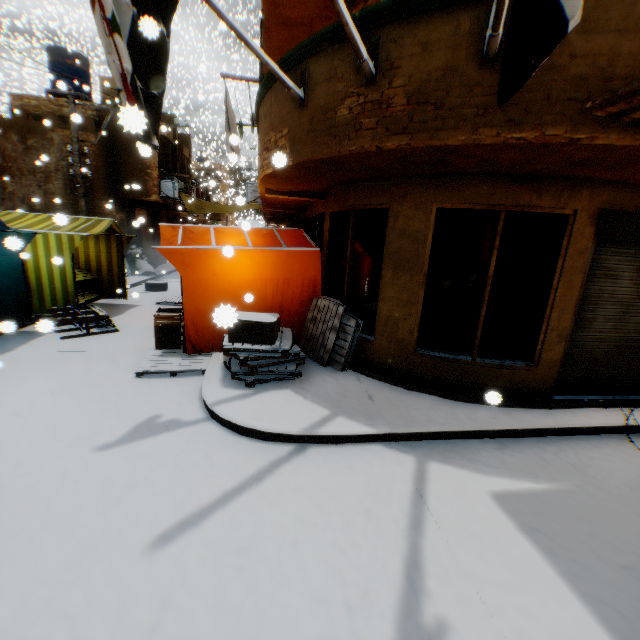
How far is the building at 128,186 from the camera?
13.27m

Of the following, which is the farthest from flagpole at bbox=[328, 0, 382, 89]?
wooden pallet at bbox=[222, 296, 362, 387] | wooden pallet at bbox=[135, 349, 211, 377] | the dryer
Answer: the dryer

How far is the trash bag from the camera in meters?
16.0 m

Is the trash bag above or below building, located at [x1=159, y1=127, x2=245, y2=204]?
below

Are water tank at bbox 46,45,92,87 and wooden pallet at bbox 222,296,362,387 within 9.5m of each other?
no

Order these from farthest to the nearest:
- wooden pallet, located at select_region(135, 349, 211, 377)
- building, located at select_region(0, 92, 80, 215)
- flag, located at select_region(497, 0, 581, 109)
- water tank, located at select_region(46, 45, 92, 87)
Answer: water tank, located at select_region(46, 45, 92, 87) < building, located at select_region(0, 92, 80, 215) < wooden pallet, located at select_region(135, 349, 211, 377) < flag, located at select_region(497, 0, 581, 109)

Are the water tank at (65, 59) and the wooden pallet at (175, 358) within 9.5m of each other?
no

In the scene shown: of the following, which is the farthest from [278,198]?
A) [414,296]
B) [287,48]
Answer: [414,296]
